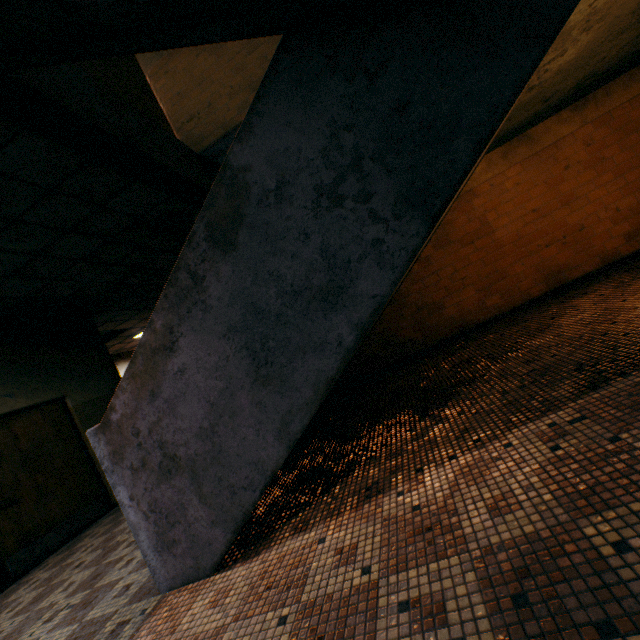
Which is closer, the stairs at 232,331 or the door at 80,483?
the stairs at 232,331

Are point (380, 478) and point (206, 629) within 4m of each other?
yes

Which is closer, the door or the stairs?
the stairs
